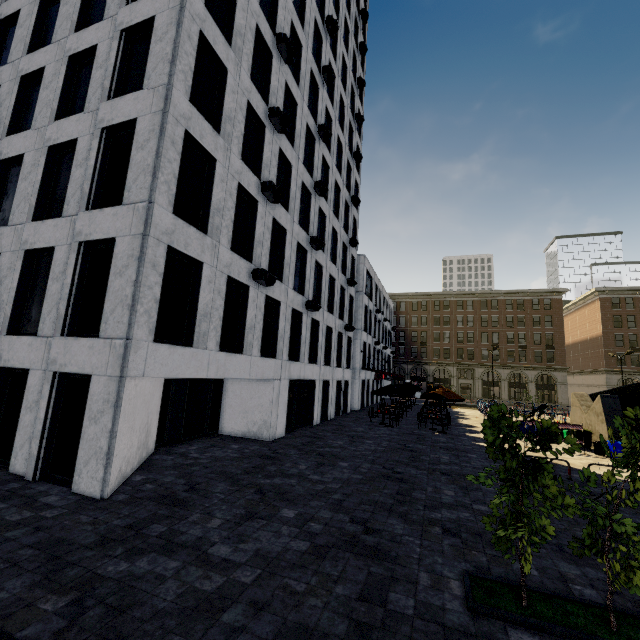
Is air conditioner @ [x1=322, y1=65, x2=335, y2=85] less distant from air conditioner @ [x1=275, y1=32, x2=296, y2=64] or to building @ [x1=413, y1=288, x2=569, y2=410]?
air conditioner @ [x1=275, y1=32, x2=296, y2=64]

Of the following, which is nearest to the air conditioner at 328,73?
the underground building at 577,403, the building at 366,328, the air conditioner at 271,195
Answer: the air conditioner at 271,195

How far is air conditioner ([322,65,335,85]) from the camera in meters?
21.3

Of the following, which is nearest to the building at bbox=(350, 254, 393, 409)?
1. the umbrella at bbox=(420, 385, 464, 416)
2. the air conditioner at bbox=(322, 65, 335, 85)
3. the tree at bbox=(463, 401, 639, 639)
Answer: the umbrella at bbox=(420, 385, 464, 416)

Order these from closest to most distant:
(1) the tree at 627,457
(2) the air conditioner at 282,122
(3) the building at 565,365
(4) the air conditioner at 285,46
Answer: (1) the tree at 627,457
(2) the air conditioner at 282,122
(4) the air conditioner at 285,46
(3) the building at 565,365

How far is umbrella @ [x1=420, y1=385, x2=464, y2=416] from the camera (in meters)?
20.73

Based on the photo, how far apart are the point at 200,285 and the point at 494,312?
57.9 meters

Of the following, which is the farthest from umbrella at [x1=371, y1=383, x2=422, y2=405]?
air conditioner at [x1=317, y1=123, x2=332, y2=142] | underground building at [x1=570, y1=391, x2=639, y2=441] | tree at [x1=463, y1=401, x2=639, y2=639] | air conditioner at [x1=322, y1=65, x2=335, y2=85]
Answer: air conditioner at [x1=322, y1=65, x2=335, y2=85]
